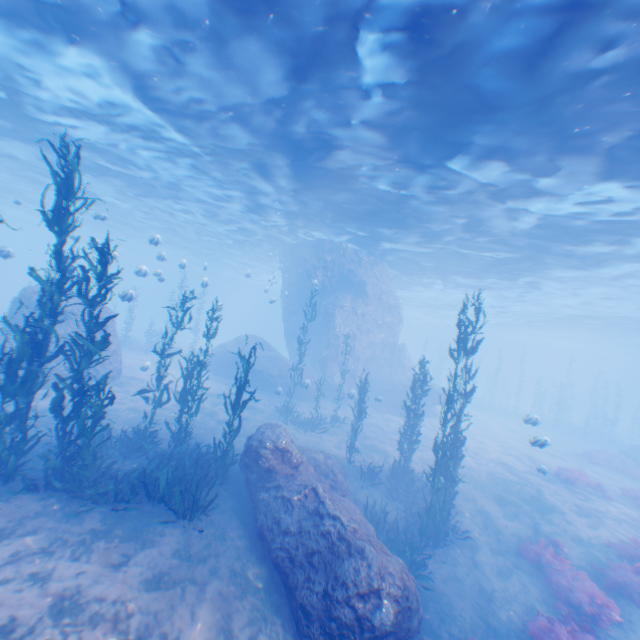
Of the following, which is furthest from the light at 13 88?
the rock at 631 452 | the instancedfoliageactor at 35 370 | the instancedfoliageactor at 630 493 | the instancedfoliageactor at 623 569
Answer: the rock at 631 452

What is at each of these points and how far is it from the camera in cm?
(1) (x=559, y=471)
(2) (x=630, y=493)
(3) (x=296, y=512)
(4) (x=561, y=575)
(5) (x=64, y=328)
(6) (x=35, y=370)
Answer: (1) instancedfoliageactor, 1794
(2) instancedfoliageactor, 1681
(3) rock, 818
(4) instancedfoliageactor, 1027
(5) rock, 1686
(6) instancedfoliageactor, 776

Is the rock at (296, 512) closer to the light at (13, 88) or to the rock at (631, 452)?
the light at (13, 88)

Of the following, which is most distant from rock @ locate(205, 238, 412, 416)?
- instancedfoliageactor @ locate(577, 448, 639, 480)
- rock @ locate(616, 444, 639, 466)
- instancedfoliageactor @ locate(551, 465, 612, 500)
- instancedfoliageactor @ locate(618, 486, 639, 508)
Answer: instancedfoliageactor @ locate(577, 448, 639, 480)

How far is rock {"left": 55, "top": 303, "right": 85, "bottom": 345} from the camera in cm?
1670

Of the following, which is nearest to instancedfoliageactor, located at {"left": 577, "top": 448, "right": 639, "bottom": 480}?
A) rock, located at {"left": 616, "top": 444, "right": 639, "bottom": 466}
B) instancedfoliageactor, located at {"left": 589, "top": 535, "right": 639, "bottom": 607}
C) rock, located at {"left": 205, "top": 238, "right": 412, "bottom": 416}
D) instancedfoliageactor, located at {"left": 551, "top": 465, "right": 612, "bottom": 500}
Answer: rock, located at {"left": 616, "top": 444, "right": 639, "bottom": 466}

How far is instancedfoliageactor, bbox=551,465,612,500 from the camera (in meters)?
16.72
